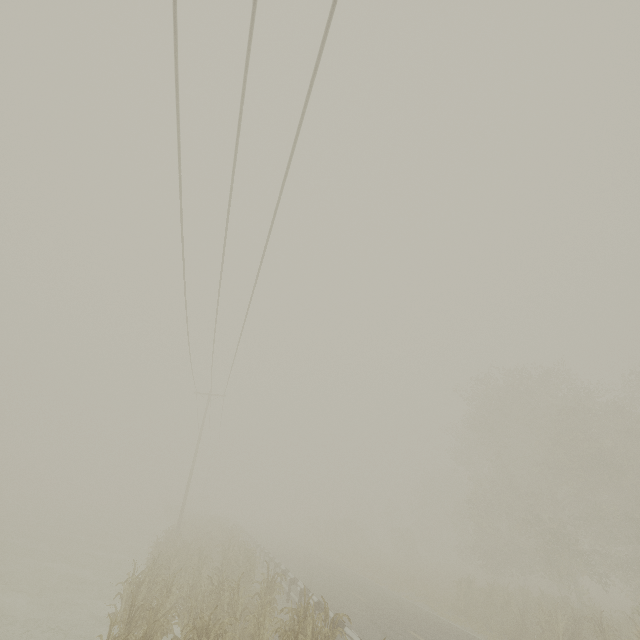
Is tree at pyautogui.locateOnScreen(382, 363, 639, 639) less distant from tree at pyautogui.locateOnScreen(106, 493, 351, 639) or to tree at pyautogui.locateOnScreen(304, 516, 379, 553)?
tree at pyautogui.locateOnScreen(304, 516, 379, 553)

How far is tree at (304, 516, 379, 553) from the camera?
41.53m

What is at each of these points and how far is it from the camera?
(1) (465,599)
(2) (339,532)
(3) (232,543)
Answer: (1) tree, 18.19m
(2) tree, 44.62m
(3) tree, 20.00m

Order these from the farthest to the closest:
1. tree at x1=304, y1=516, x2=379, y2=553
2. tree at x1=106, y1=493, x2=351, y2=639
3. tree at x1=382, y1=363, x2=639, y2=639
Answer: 1. tree at x1=304, y1=516, x2=379, y2=553
2. tree at x1=382, y1=363, x2=639, y2=639
3. tree at x1=106, y1=493, x2=351, y2=639

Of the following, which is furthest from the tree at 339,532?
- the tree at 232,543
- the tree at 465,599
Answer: the tree at 232,543

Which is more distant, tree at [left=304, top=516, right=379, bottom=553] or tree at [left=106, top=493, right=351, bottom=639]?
tree at [left=304, top=516, right=379, bottom=553]

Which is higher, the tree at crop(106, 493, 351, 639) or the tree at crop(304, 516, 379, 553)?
the tree at crop(304, 516, 379, 553)

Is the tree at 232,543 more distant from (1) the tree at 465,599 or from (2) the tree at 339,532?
(1) the tree at 465,599
